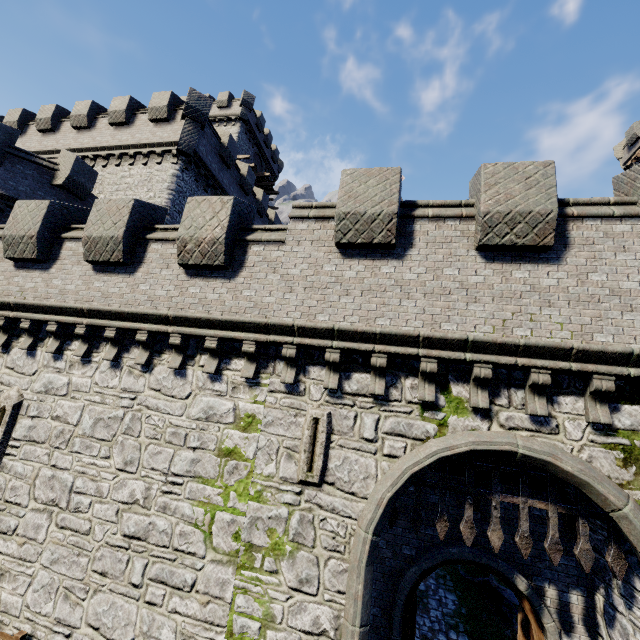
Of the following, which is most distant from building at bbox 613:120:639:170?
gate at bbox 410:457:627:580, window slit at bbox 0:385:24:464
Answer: window slit at bbox 0:385:24:464

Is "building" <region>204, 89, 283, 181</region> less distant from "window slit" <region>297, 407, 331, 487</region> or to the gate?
"window slit" <region>297, 407, 331, 487</region>

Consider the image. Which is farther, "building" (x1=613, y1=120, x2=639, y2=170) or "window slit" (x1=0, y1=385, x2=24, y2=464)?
"building" (x1=613, y1=120, x2=639, y2=170)

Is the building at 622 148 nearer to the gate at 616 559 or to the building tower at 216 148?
the gate at 616 559

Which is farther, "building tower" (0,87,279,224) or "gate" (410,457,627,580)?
"building tower" (0,87,279,224)

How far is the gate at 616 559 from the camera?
5.9m

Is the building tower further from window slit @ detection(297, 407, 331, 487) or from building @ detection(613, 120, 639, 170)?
building @ detection(613, 120, 639, 170)

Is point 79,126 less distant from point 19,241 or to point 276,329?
point 19,241
